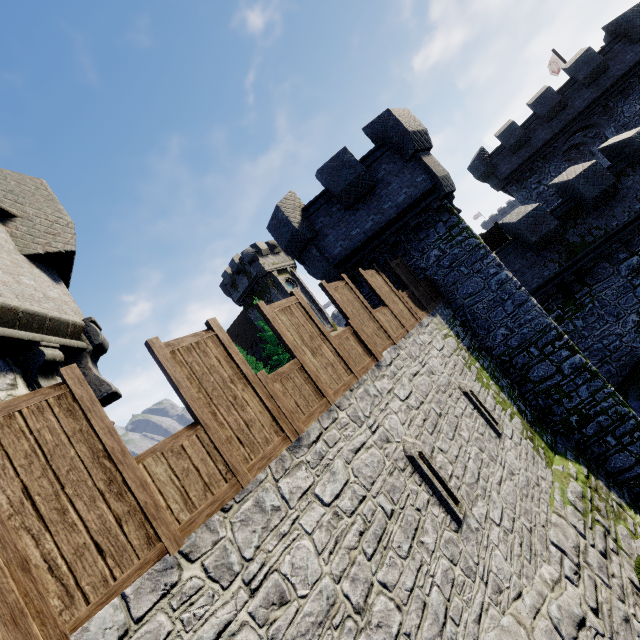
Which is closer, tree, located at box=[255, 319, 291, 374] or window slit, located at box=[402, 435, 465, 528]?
window slit, located at box=[402, 435, 465, 528]

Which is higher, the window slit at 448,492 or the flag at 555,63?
the flag at 555,63

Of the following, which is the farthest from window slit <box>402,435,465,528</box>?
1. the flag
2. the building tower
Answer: the flag

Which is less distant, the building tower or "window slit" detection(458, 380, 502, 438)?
"window slit" detection(458, 380, 502, 438)

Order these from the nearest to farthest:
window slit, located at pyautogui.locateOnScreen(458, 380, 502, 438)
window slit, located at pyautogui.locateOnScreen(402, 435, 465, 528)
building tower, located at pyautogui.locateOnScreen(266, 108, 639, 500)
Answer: window slit, located at pyautogui.locateOnScreen(402, 435, 465, 528), window slit, located at pyautogui.locateOnScreen(458, 380, 502, 438), building tower, located at pyautogui.locateOnScreen(266, 108, 639, 500)

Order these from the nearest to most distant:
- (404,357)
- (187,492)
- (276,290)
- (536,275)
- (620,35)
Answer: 1. (187,492)
2. (404,357)
3. (536,275)
4. (620,35)
5. (276,290)

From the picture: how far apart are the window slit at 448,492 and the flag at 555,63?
37.7 meters

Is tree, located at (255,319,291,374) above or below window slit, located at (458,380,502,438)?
above
